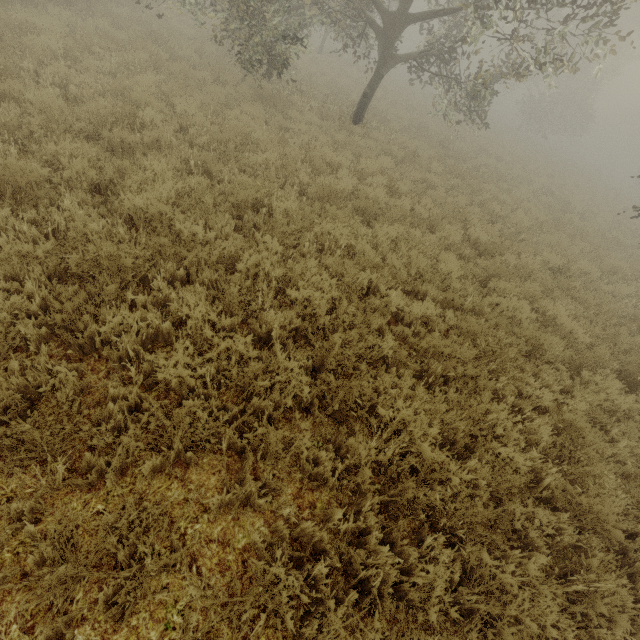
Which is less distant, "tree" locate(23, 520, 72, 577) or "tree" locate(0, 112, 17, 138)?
"tree" locate(23, 520, 72, 577)

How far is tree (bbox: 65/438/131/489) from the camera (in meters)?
2.48

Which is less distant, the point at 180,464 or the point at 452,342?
the point at 180,464

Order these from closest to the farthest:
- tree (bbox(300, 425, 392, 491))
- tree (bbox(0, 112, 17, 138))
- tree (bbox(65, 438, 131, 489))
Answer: tree (bbox(65, 438, 131, 489)), tree (bbox(300, 425, 392, 491)), tree (bbox(0, 112, 17, 138))

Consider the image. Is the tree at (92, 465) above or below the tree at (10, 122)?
below

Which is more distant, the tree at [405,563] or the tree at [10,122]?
the tree at [10,122]
